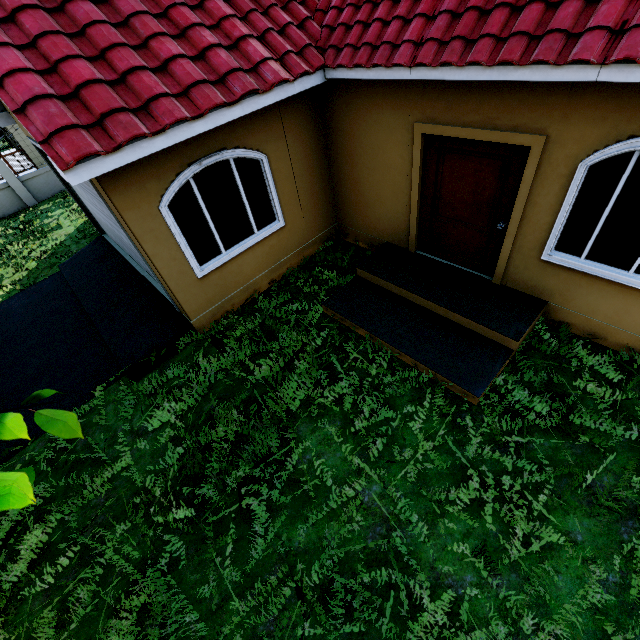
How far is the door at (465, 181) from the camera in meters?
4.3 m

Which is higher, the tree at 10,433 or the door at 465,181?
the tree at 10,433

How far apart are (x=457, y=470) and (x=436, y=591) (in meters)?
1.22

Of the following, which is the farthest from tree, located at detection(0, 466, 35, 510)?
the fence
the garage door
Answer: Result: the garage door

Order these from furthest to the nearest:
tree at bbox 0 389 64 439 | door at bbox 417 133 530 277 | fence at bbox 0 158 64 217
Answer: fence at bbox 0 158 64 217 < door at bbox 417 133 530 277 < tree at bbox 0 389 64 439

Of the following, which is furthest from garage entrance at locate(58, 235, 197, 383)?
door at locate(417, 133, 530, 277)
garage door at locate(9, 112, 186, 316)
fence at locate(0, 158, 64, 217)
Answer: door at locate(417, 133, 530, 277)

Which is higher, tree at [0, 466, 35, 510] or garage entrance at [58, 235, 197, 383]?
tree at [0, 466, 35, 510]
